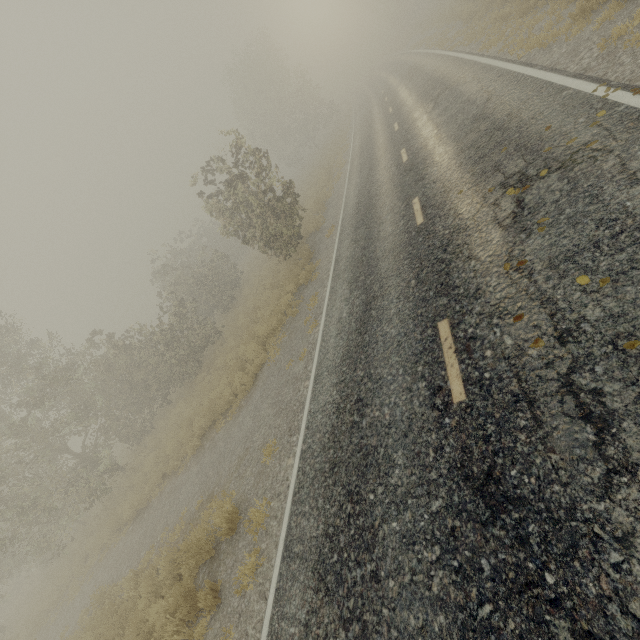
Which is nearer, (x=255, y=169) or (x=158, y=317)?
(x=255, y=169)

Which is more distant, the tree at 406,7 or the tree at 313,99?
the tree at 406,7

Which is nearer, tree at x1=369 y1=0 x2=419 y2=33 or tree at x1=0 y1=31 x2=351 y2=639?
tree at x1=0 y1=31 x2=351 y2=639
